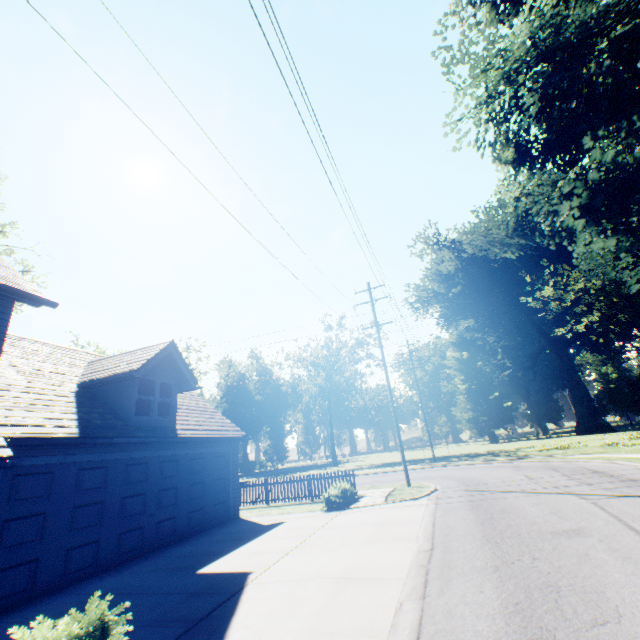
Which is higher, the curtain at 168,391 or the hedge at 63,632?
the curtain at 168,391

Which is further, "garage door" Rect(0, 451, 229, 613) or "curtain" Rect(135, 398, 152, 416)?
"curtain" Rect(135, 398, 152, 416)

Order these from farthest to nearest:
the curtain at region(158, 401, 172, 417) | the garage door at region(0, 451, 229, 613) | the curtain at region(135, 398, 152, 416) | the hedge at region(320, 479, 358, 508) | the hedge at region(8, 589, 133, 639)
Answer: the hedge at region(320, 479, 358, 508) → the curtain at region(158, 401, 172, 417) → the curtain at region(135, 398, 152, 416) → the garage door at region(0, 451, 229, 613) → the hedge at region(8, 589, 133, 639)

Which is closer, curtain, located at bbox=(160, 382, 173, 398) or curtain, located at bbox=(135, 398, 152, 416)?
curtain, located at bbox=(135, 398, 152, 416)

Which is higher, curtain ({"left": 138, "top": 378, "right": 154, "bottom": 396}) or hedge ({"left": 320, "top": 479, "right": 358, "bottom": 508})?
curtain ({"left": 138, "top": 378, "right": 154, "bottom": 396})

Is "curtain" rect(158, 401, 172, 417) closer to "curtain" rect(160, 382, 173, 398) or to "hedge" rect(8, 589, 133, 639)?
"curtain" rect(160, 382, 173, 398)

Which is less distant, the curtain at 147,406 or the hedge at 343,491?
the curtain at 147,406

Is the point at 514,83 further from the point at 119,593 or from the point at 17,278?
the point at 119,593
